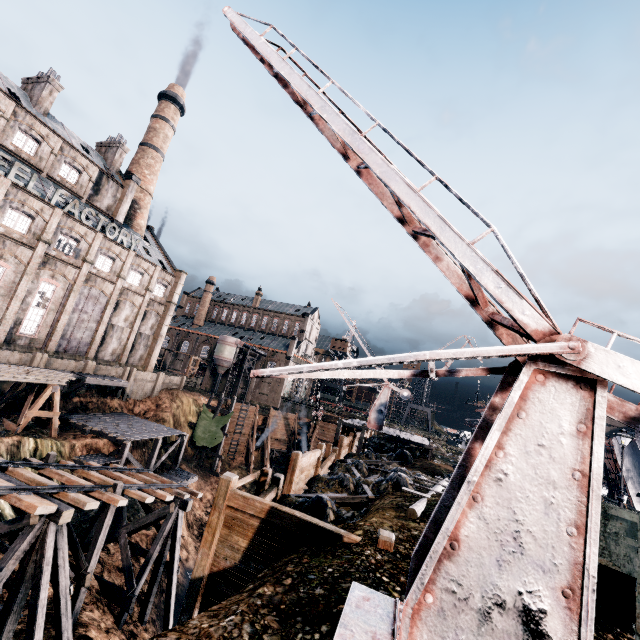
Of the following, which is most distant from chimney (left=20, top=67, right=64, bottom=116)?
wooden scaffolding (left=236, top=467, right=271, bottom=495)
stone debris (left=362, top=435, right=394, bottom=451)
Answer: stone debris (left=362, top=435, right=394, bottom=451)

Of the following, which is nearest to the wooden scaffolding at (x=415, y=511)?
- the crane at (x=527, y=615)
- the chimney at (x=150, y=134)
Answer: the crane at (x=527, y=615)

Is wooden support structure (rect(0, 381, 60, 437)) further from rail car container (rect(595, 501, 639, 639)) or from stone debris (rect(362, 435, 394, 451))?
rail car container (rect(595, 501, 639, 639))

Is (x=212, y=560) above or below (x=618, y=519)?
below

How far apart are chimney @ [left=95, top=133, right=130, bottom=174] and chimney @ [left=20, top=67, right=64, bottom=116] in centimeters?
759cm

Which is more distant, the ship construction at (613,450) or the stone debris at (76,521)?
the ship construction at (613,450)

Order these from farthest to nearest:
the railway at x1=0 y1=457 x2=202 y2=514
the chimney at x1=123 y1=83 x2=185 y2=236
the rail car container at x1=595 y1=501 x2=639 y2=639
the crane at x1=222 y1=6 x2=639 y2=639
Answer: the chimney at x1=123 y1=83 x2=185 y2=236 < the railway at x1=0 y1=457 x2=202 y2=514 < the rail car container at x1=595 y1=501 x2=639 y2=639 < the crane at x1=222 y1=6 x2=639 y2=639

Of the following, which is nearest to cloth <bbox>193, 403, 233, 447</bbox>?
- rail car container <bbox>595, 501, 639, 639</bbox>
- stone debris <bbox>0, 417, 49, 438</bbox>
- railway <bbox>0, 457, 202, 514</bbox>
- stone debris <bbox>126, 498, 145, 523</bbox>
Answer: stone debris <bbox>126, 498, 145, 523</bbox>
